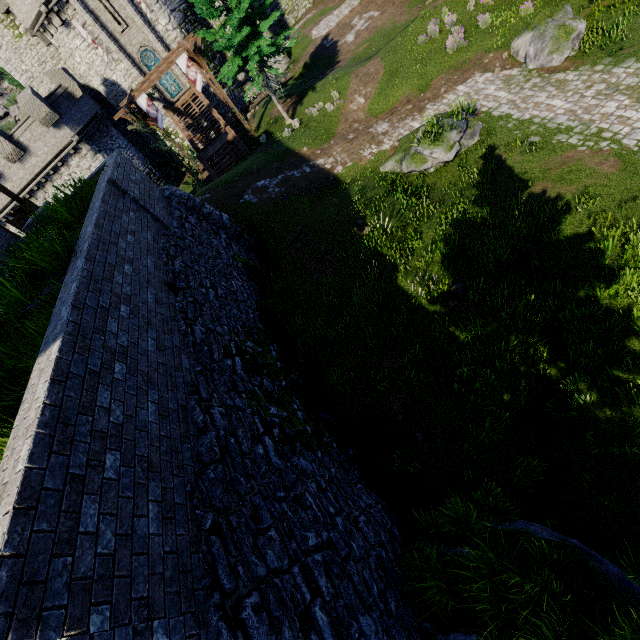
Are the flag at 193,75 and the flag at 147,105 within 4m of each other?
yes

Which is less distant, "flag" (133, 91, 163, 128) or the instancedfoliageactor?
the instancedfoliageactor

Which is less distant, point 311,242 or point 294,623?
point 294,623

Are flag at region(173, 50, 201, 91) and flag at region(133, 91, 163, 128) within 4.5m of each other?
yes

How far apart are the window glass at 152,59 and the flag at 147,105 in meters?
9.9

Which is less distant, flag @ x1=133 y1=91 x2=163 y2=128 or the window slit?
flag @ x1=133 y1=91 x2=163 y2=128

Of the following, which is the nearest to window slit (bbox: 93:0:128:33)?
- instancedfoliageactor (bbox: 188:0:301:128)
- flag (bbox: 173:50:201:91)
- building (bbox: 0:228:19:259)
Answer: flag (bbox: 173:50:201:91)

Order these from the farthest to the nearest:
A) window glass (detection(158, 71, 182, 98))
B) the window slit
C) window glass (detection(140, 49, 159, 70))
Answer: window glass (detection(158, 71, 182, 98)) < window glass (detection(140, 49, 159, 70)) < the window slit
